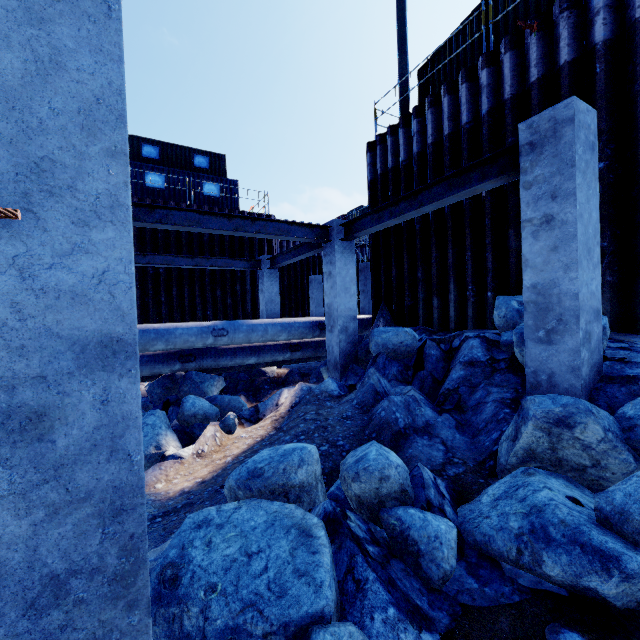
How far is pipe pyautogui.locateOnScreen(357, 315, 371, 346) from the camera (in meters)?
10.84

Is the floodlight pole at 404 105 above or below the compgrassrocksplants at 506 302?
above

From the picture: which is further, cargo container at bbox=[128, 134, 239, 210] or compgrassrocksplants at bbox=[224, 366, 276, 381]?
cargo container at bbox=[128, 134, 239, 210]

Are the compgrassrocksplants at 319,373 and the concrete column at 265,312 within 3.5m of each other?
yes

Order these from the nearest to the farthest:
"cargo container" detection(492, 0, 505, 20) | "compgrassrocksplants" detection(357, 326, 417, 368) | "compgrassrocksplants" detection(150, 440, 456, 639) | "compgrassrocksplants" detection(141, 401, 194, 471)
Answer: "compgrassrocksplants" detection(150, 440, 456, 639) < "compgrassrocksplants" detection(141, 401, 194, 471) < "compgrassrocksplants" detection(357, 326, 417, 368) < "cargo container" detection(492, 0, 505, 20)

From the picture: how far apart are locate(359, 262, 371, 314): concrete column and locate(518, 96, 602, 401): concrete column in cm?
1035

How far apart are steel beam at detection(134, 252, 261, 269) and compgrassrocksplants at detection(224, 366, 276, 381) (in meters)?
2.88

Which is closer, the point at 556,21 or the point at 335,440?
the point at 335,440
